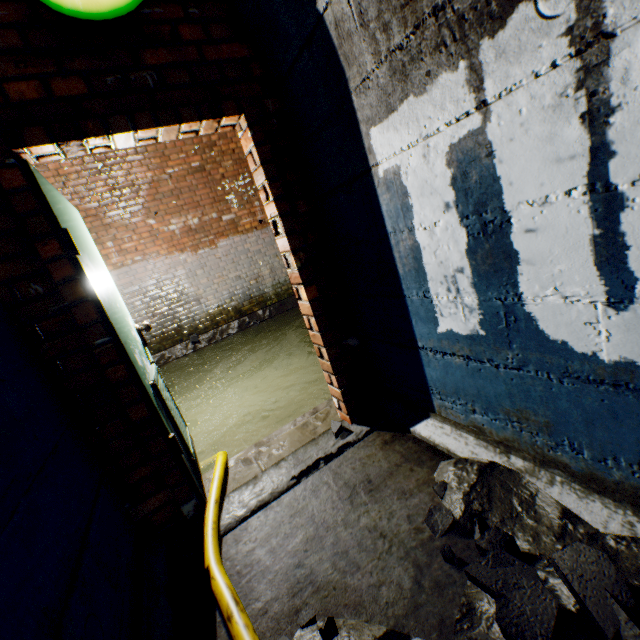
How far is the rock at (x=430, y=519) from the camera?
1.4m

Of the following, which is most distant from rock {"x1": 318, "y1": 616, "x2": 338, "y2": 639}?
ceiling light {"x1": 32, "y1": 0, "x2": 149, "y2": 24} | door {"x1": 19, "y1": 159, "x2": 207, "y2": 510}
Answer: ceiling light {"x1": 32, "y1": 0, "x2": 149, "y2": 24}

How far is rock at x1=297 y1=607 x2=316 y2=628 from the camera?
1.2m

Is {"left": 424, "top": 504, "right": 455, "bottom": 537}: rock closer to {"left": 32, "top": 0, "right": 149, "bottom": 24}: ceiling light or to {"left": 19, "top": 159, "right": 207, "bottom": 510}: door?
{"left": 19, "top": 159, "right": 207, "bottom": 510}: door

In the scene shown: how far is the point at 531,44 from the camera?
0.9m

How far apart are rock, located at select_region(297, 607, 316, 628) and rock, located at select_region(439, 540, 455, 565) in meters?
0.6

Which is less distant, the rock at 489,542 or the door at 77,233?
the rock at 489,542

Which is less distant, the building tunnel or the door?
the building tunnel
